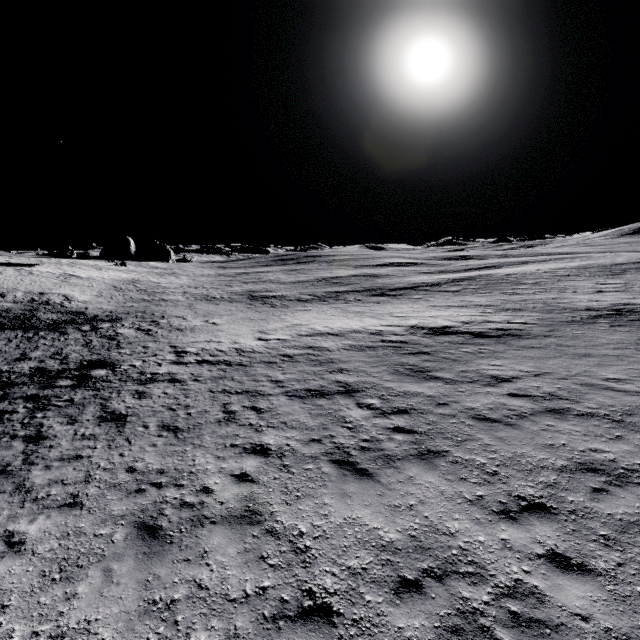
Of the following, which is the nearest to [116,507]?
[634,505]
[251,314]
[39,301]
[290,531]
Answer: [290,531]
